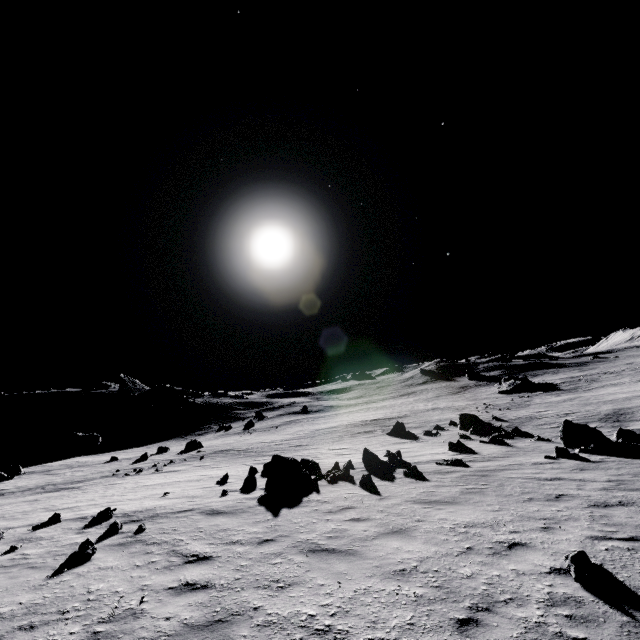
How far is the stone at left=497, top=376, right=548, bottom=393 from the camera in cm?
5033

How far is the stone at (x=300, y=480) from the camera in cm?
1004

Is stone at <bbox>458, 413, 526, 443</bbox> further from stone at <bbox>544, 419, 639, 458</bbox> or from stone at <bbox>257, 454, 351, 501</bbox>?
stone at <bbox>257, 454, 351, 501</bbox>

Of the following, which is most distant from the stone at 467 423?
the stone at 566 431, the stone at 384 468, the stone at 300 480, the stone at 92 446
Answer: the stone at 92 446

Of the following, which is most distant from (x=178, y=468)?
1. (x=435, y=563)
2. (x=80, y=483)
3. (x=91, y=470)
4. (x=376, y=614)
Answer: (x=376, y=614)

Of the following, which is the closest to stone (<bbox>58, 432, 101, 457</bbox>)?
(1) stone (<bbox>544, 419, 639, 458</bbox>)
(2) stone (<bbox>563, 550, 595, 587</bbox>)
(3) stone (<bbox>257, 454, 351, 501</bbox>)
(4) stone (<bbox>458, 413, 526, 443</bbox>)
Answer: (3) stone (<bbox>257, 454, 351, 501</bbox>)

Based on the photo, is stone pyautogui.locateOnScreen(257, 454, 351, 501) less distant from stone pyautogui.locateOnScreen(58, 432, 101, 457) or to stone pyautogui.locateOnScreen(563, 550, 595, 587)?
stone pyautogui.locateOnScreen(563, 550, 595, 587)

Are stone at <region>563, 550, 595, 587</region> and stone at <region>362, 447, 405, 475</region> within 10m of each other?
yes
